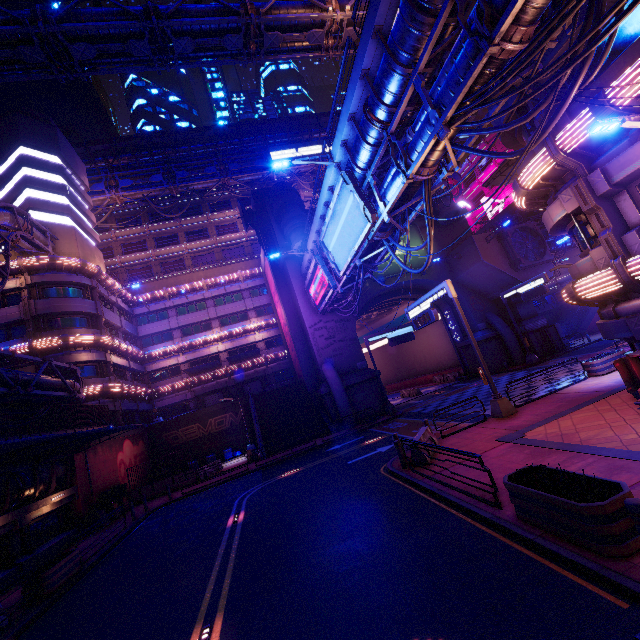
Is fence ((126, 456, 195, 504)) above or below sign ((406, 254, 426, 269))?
below

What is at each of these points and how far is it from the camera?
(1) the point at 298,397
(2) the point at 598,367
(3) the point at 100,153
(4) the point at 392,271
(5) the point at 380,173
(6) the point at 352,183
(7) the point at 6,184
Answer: (1) stair, 35.5m
(2) plant holder, 16.9m
(3) walkway, 47.4m
(4) sign, 33.8m
(5) walkway, 17.8m
(6) sign, 15.3m
(7) building, 31.2m

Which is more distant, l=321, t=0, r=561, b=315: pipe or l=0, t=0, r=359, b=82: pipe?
l=0, t=0, r=359, b=82: pipe

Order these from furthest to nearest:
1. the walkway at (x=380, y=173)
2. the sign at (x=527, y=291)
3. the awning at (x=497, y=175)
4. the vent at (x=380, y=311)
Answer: the vent at (x=380, y=311)
the sign at (x=527, y=291)
the awning at (x=497, y=175)
the walkway at (x=380, y=173)

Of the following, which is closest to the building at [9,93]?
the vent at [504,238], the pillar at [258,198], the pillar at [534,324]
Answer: the pillar at [258,198]

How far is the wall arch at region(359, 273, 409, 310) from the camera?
33.2 meters

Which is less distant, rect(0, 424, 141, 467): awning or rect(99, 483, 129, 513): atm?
rect(0, 424, 141, 467): awning

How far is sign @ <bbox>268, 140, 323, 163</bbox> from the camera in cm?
5266
